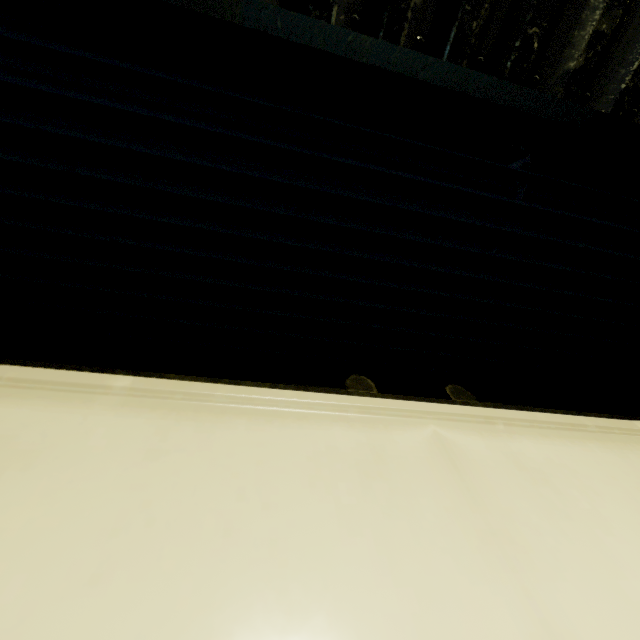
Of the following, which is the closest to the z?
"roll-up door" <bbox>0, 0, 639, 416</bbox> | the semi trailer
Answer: "roll-up door" <bbox>0, 0, 639, 416</bbox>

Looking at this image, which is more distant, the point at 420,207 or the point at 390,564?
the point at 420,207

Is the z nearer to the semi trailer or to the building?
the building

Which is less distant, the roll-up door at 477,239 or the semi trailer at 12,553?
the semi trailer at 12,553

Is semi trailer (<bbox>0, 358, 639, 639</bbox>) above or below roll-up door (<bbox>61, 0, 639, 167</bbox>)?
below

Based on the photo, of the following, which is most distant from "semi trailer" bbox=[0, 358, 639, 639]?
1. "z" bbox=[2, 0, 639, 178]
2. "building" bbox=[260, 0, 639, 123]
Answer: "z" bbox=[2, 0, 639, 178]

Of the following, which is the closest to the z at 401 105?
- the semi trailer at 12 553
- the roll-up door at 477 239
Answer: the roll-up door at 477 239

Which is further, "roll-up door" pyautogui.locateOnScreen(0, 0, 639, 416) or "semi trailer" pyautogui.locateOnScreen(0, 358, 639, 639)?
"roll-up door" pyautogui.locateOnScreen(0, 0, 639, 416)
